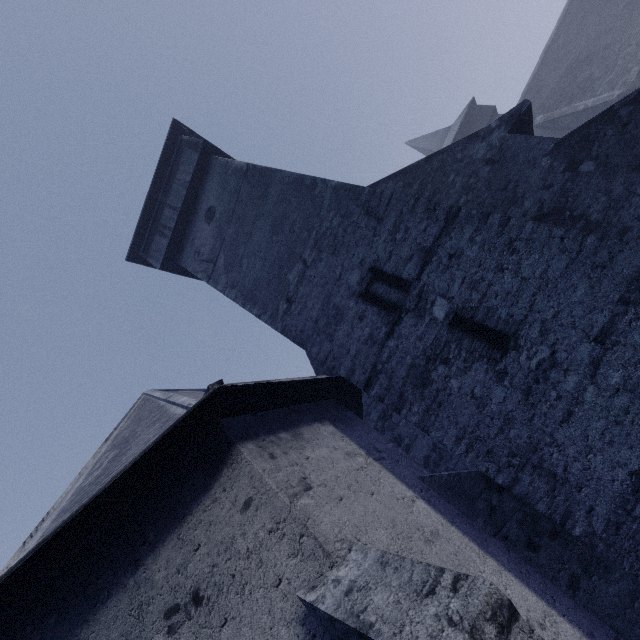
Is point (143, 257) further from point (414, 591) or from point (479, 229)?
point (414, 591)
